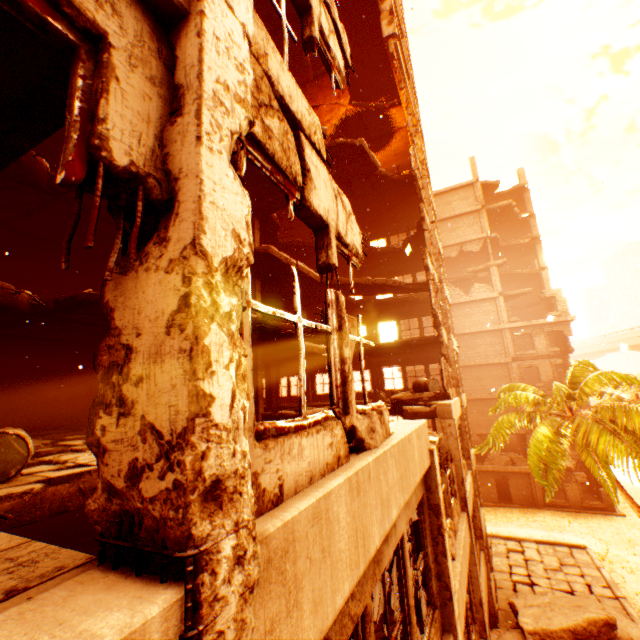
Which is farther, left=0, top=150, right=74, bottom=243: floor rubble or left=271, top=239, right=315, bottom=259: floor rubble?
left=271, top=239, right=315, bottom=259: floor rubble

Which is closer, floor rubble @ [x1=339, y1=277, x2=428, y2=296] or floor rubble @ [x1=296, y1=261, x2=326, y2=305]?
floor rubble @ [x1=296, y1=261, x2=326, y2=305]

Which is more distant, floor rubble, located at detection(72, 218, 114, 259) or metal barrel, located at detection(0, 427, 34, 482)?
floor rubble, located at detection(72, 218, 114, 259)

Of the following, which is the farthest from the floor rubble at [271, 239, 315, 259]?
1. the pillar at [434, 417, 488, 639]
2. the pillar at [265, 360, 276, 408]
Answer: the pillar at [434, 417, 488, 639]

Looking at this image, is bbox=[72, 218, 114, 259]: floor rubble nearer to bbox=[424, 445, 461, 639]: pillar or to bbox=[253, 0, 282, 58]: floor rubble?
bbox=[253, 0, 282, 58]: floor rubble

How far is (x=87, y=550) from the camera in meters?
8.4 m

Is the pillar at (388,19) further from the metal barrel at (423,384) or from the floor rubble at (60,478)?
the floor rubble at (60,478)

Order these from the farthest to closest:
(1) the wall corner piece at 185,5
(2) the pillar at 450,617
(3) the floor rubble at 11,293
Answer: (3) the floor rubble at 11,293, (2) the pillar at 450,617, (1) the wall corner piece at 185,5
